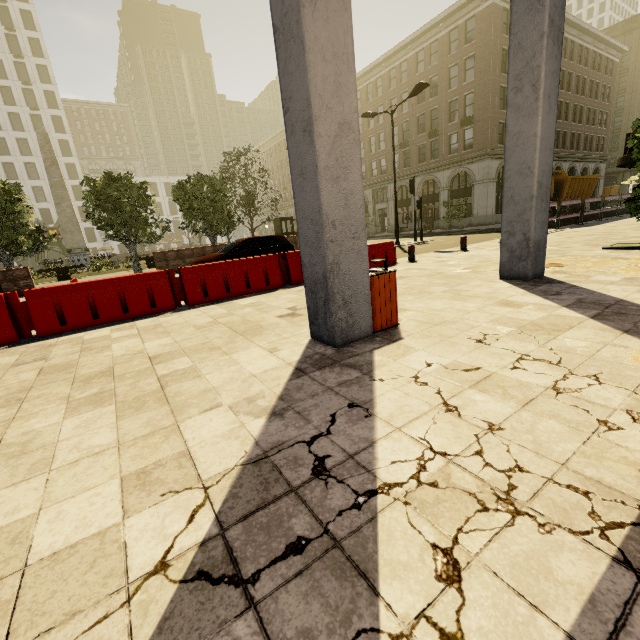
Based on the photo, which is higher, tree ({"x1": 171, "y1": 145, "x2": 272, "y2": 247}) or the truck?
tree ({"x1": 171, "y1": 145, "x2": 272, "y2": 247})

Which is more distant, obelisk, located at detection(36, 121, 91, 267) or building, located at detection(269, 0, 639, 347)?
obelisk, located at detection(36, 121, 91, 267)

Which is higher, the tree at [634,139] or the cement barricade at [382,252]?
the tree at [634,139]

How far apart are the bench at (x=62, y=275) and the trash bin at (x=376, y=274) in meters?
24.3 m

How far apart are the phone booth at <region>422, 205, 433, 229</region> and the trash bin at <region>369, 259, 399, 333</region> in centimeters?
3557cm

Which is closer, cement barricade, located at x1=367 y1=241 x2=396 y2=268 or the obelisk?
cement barricade, located at x1=367 y1=241 x2=396 y2=268

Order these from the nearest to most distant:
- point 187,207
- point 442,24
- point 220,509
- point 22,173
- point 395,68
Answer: point 220,509 < point 187,207 < point 442,24 < point 395,68 < point 22,173

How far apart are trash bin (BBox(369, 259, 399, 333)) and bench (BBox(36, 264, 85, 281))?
24.33m
